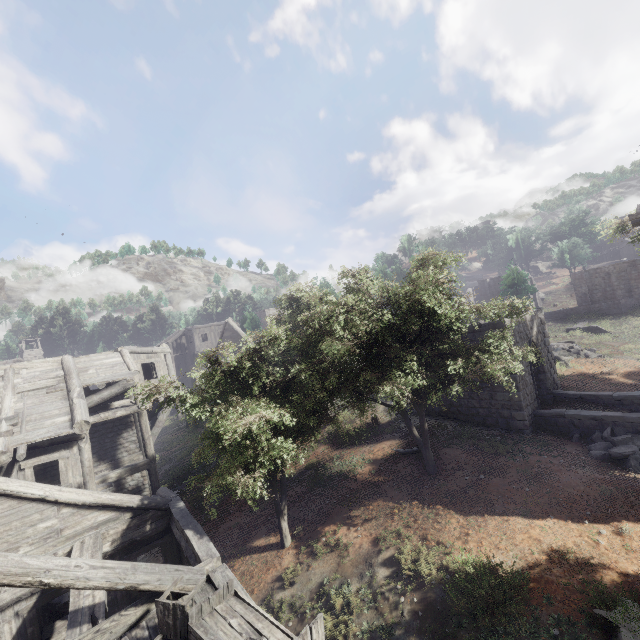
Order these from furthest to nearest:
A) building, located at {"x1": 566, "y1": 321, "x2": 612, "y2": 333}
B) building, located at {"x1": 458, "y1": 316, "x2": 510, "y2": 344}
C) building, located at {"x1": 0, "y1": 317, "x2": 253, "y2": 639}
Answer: building, located at {"x1": 566, "y1": 321, "x2": 612, "y2": 333}
building, located at {"x1": 458, "y1": 316, "x2": 510, "y2": 344}
building, located at {"x1": 0, "y1": 317, "x2": 253, "y2": 639}

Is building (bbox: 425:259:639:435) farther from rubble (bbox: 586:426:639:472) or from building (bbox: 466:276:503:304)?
building (bbox: 466:276:503:304)

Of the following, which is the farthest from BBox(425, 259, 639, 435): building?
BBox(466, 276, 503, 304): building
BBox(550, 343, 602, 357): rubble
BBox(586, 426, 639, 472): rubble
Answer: BBox(466, 276, 503, 304): building

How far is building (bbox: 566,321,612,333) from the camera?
31.17m

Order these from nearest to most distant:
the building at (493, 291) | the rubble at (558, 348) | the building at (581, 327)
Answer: the rubble at (558, 348) < the building at (581, 327) < the building at (493, 291)

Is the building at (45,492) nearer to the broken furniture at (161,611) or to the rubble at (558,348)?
the broken furniture at (161,611)

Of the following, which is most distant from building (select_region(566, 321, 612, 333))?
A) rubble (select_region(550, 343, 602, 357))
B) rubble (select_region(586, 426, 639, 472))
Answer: rubble (select_region(586, 426, 639, 472))

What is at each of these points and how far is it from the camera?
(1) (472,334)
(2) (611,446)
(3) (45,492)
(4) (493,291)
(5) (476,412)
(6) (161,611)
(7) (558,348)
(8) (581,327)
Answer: (1) building, 15.7m
(2) rubble, 12.3m
(3) building, 8.9m
(4) building, 46.0m
(5) building, 16.0m
(6) broken furniture, 5.5m
(7) rubble, 25.8m
(8) building, 32.2m
